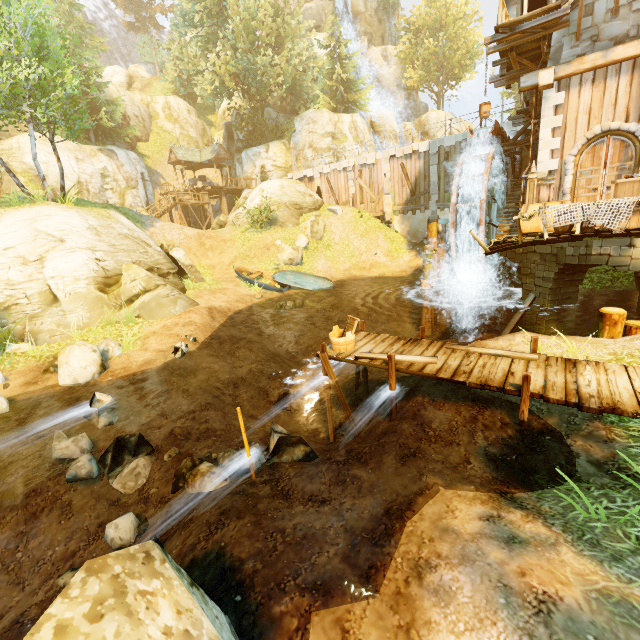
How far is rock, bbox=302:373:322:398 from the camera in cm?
1115

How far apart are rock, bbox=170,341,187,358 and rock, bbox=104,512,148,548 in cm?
507

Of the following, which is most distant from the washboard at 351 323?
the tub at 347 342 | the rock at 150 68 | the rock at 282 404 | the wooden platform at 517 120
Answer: the rock at 150 68

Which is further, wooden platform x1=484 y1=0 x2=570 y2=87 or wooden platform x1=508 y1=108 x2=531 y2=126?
wooden platform x1=508 y1=108 x2=531 y2=126

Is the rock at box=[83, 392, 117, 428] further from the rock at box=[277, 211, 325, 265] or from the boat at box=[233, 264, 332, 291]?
the rock at box=[277, 211, 325, 265]

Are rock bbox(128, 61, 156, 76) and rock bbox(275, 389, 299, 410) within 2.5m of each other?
no

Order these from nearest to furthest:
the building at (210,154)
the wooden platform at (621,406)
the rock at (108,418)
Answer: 1. the wooden platform at (621,406)
2. the rock at (108,418)
3. the building at (210,154)

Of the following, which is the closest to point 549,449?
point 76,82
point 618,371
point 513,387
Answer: point 513,387
